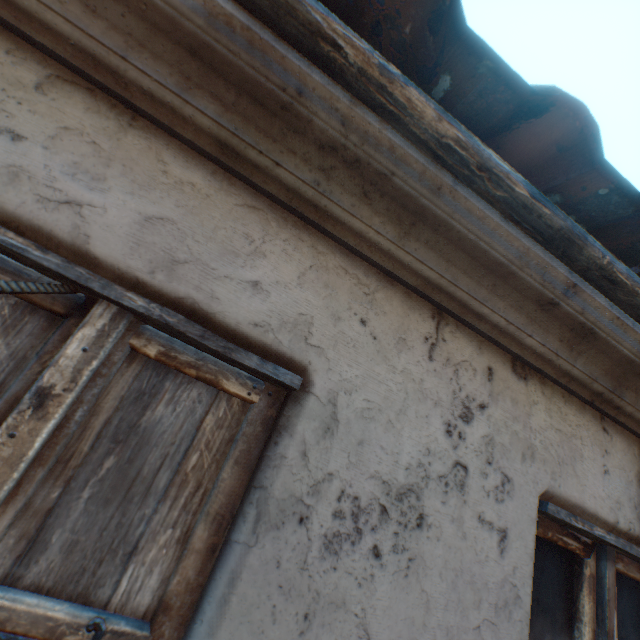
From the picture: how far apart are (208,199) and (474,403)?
1.07m
